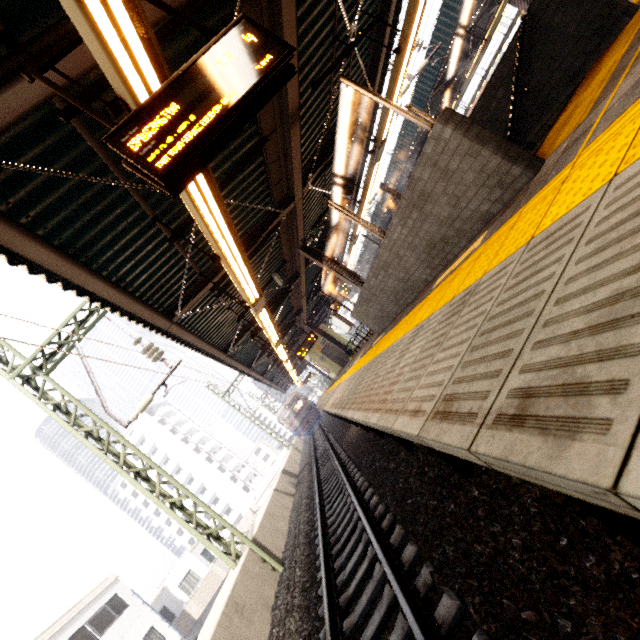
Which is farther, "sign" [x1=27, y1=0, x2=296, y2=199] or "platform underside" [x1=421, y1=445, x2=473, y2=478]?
"platform underside" [x1=421, y1=445, x2=473, y2=478]

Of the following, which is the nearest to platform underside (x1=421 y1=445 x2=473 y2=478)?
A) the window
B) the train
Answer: the train

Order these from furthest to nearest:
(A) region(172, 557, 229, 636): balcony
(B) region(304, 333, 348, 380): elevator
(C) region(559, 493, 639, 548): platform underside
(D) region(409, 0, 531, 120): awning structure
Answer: (A) region(172, 557, 229, 636): balcony, (B) region(304, 333, 348, 380): elevator, (D) region(409, 0, 531, 120): awning structure, (C) region(559, 493, 639, 548): platform underside

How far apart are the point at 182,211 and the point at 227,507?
66.9m

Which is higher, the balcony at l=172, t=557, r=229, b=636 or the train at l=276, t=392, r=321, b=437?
the train at l=276, t=392, r=321, b=437

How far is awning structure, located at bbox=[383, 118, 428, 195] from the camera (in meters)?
16.86

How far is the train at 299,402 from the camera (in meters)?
32.44

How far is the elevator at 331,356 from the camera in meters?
21.6 m
